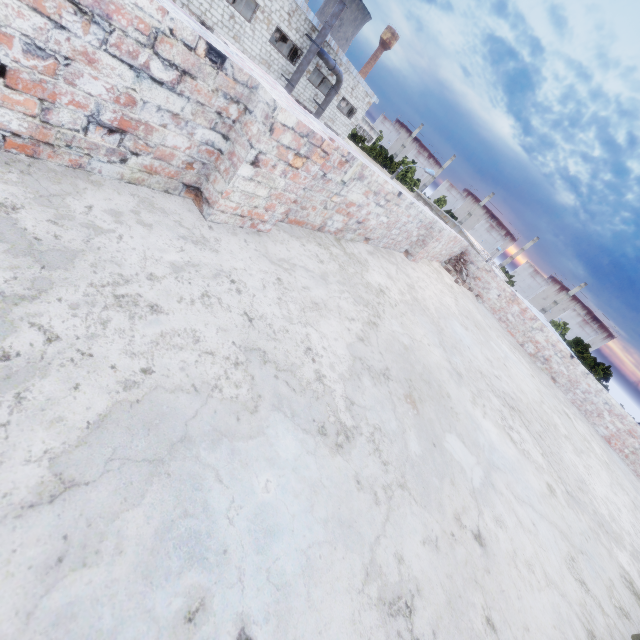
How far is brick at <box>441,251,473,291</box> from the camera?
8.5 meters

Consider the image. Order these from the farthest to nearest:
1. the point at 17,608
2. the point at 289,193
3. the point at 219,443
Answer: the point at 289,193 < the point at 219,443 < the point at 17,608

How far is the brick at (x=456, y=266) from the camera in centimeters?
852cm
